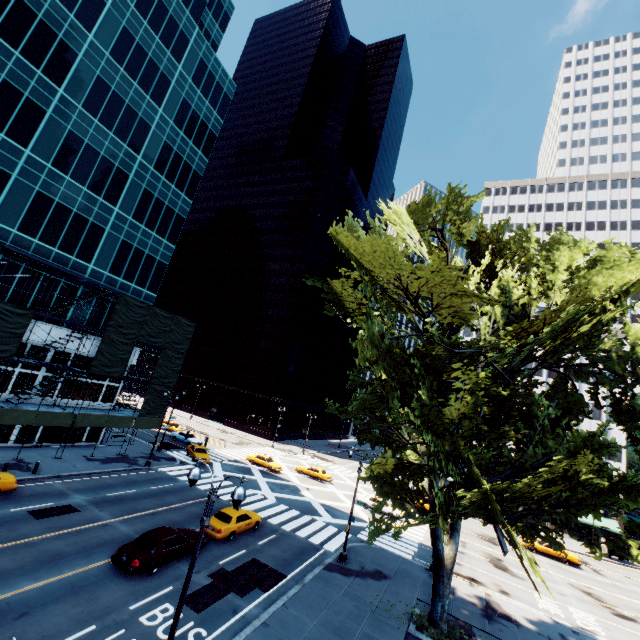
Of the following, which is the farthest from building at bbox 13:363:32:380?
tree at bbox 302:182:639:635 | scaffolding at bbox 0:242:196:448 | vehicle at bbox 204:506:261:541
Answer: tree at bbox 302:182:639:635

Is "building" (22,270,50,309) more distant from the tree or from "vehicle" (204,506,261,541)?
the tree

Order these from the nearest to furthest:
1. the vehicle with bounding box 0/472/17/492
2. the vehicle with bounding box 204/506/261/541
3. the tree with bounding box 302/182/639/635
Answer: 1. the tree with bounding box 302/182/639/635
2. the vehicle with bounding box 0/472/17/492
3. the vehicle with bounding box 204/506/261/541

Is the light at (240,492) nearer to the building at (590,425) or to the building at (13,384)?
the building at (13,384)

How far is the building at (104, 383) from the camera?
34.1m

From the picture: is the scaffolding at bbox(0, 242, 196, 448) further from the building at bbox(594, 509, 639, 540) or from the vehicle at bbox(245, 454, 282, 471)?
the building at bbox(594, 509, 639, 540)

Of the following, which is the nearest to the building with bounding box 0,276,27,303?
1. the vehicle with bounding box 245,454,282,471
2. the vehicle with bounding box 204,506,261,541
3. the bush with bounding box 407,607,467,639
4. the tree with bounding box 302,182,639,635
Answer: the vehicle with bounding box 245,454,282,471

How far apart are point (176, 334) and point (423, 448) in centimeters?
3060cm
